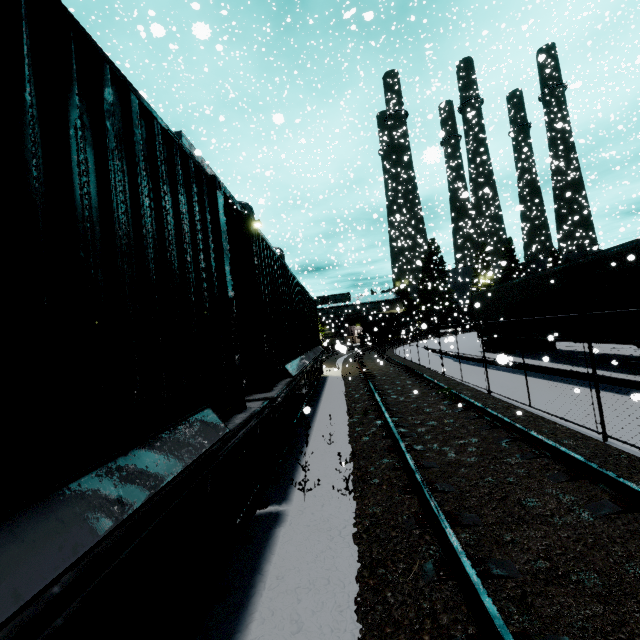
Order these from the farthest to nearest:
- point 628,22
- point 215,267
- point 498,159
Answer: point 628,22, point 498,159, point 215,267

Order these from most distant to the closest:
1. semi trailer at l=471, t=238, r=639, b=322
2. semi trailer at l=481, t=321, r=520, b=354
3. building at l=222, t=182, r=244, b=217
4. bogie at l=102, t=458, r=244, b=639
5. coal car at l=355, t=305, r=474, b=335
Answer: coal car at l=355, t=305, r=474, b=335, building at l=222, t=182, r=244, b=217, semi trailer at l=481, t=321, r=520, b=354, semi trailer at l=471, t=238, r=639, b=322, bogie at l=102, t=458, r=244, b=639

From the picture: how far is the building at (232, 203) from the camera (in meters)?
26.90

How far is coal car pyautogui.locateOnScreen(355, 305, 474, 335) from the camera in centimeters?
4478cm

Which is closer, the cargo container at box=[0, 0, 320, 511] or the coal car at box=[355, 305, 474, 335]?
the cargo container at box=[0, 0, 320, 511]

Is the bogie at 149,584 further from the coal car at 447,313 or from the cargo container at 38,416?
the coal car at 447,313

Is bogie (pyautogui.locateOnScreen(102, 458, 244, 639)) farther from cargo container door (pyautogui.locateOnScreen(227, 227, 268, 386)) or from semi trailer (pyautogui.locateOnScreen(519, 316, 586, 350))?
semi trailer (pyautogui.locateOnScreen(519, 316, 586, 350))

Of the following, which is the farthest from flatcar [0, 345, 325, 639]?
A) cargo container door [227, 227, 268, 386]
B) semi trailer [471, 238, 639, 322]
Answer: semi trailer [471, 238, 639, 322]
